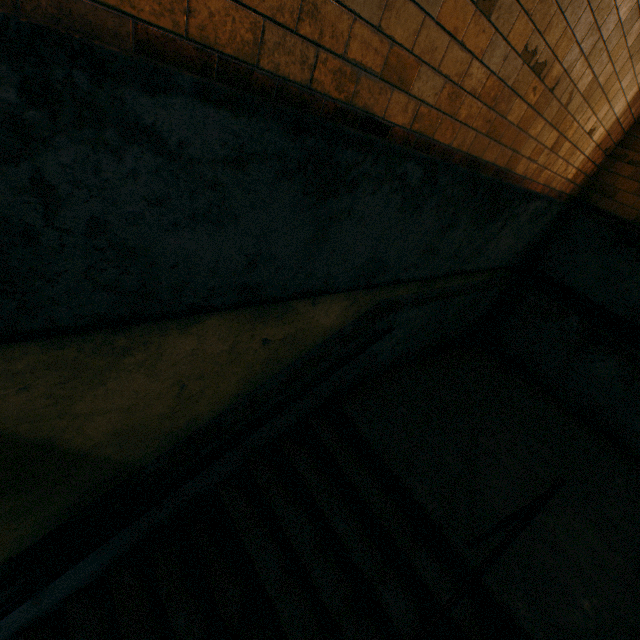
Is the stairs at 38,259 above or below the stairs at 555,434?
above

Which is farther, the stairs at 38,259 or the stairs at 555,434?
the stairs at 555,434

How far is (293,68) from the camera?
1.28m

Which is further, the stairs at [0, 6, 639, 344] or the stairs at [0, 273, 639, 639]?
the stairs at [0, 273, 639, 639]

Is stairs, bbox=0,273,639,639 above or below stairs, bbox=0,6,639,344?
below
